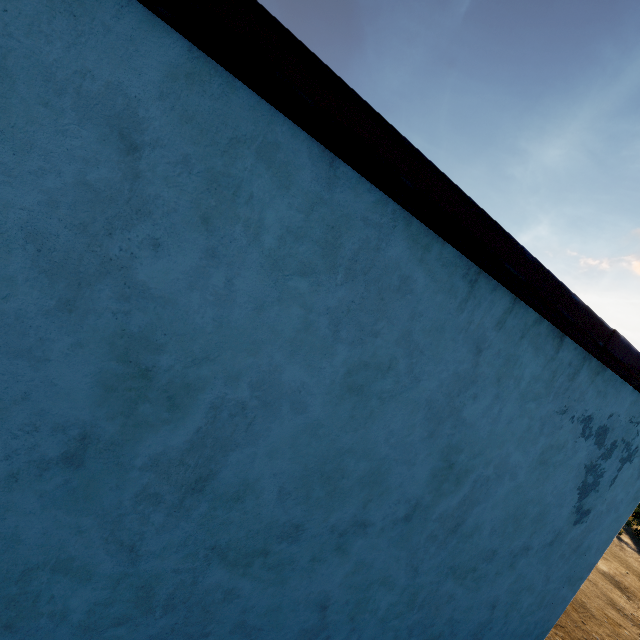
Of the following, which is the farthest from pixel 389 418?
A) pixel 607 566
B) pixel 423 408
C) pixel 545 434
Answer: pixel 607 566
